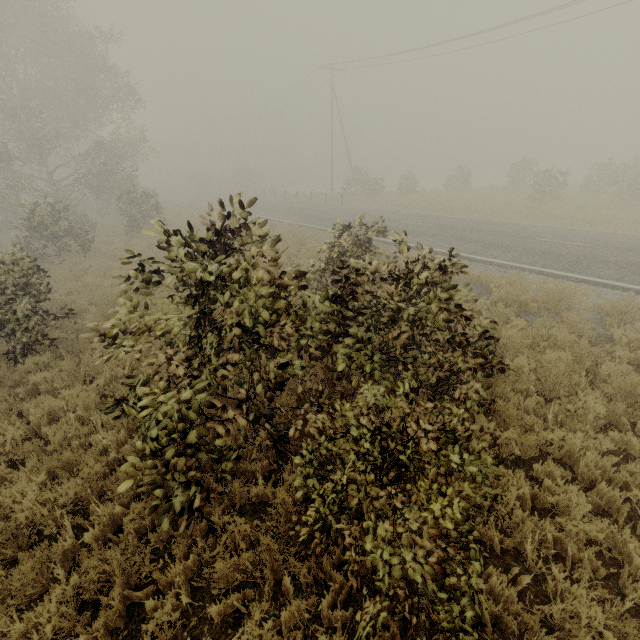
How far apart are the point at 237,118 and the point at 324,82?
23.0m
